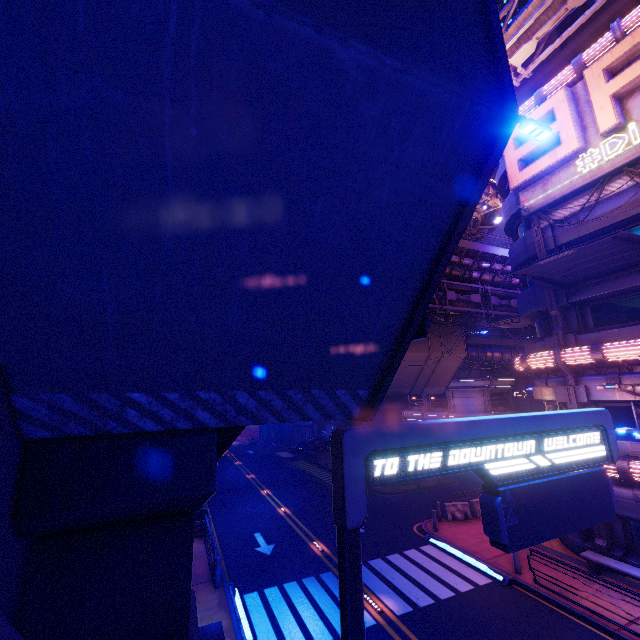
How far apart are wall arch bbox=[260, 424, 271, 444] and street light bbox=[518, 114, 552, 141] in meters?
50.4 m

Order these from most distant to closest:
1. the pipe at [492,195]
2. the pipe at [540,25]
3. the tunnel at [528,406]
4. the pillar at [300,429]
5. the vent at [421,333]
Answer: the pillar at [300,429]
the tunnel at [528,406]
the pipe at [492,195]
the pipe at [540,25]
the vent at [421,333]

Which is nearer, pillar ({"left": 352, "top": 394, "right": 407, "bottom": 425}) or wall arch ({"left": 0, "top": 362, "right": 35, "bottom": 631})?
wall arch ({"left": 0, "top": 362, "right": 35, "bottom": 631})

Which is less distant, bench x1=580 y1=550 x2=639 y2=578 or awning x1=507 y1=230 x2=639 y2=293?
awning x1=507 y1=230 x2=639 y2=293

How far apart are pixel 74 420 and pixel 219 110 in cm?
399

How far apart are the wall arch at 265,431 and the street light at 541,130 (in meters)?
50.43

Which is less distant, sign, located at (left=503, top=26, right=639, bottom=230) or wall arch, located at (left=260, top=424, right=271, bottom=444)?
sign, located at (left=503, top=26, right=639, bottom=230)

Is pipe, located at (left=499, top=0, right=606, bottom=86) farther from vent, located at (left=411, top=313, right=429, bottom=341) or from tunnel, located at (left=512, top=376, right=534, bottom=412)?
vent, located at (left=411, top=313, right=429, bottom=341)
